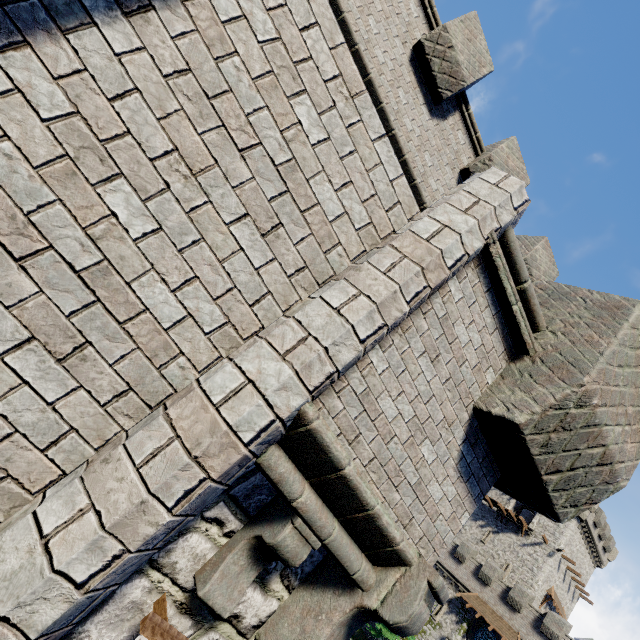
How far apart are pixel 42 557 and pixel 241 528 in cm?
131

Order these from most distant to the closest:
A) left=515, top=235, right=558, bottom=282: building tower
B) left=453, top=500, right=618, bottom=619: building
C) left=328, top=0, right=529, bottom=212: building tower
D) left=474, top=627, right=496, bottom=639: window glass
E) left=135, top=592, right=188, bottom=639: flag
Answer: left=453, top=500, right=618, bottom=619: building
left=474, top=627, right=496, bottom=639: window glass
left=515, top=235, right=558, bottom=282: building tower
left=328, top=0, right=529, bottom=212: building tower
left=135, top=592, right=188, bottom=639: flag

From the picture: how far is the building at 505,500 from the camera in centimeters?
4259cm

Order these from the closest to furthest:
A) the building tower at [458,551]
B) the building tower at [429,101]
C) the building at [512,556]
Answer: the building tower at [429,101] < the building tower at [458,551] < the building at [512,556]

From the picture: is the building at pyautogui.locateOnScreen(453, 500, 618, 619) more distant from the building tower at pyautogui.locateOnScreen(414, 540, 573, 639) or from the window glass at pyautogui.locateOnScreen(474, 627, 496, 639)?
the window glass at pyautogui.locateOnScreen(474, 627, 496, 639)

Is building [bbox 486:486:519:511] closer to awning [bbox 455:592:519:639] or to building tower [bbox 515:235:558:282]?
awning [bbox 455:592:519:639]

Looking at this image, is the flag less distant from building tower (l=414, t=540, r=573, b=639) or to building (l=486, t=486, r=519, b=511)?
building tower (l=414, t=540, r=573, b=639)

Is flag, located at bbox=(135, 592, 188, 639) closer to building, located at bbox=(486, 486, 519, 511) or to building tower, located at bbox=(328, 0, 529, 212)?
building tower, located at bbox=(328, 0, 529, 212)
